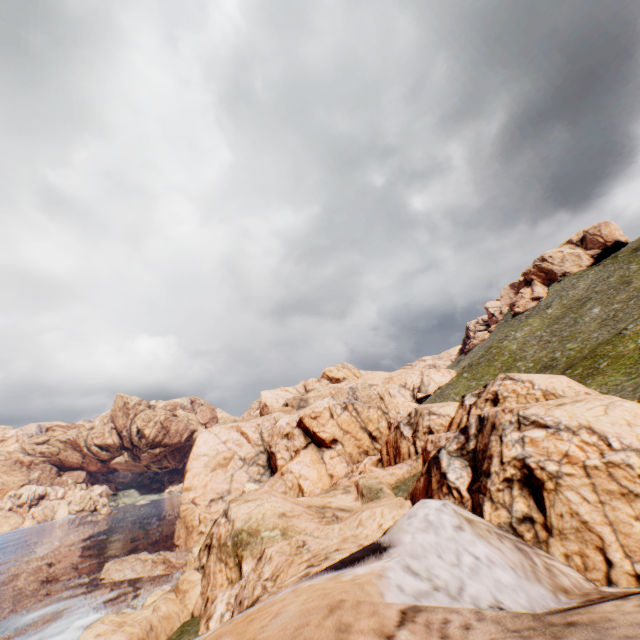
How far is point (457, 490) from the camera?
16.1 meters
